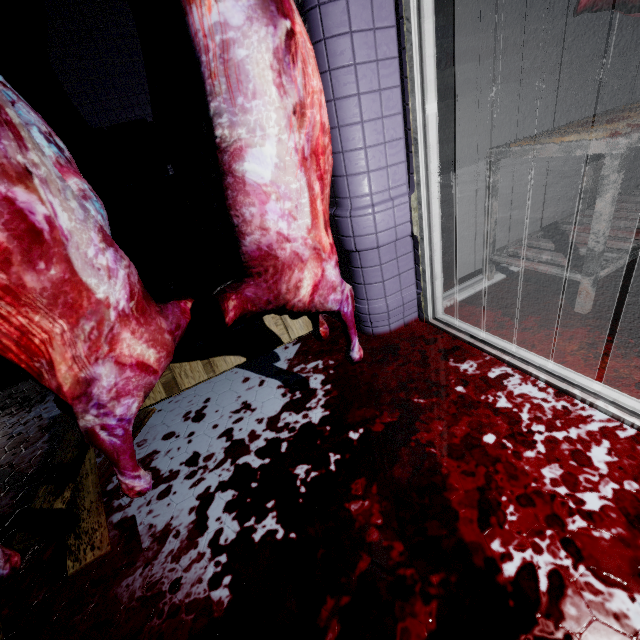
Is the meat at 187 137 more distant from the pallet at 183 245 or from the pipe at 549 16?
the pipe at 549 16

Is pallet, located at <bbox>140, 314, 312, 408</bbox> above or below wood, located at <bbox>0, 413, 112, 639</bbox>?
above

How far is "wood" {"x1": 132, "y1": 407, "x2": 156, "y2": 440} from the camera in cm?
155

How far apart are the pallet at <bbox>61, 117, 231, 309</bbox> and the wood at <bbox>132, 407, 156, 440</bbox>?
0.07m

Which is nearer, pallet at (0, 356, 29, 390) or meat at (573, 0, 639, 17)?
meat at (573, 0, 639, 17)

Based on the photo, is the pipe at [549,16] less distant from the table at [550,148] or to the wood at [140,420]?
the table at [550,148]

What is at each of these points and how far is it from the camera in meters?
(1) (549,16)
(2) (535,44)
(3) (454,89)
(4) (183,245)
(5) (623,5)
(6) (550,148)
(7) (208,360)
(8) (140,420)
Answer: (1) pipe, 5.1
(2) pipe, 5.2
(3) pipe, 4.8
(4) pallet, 1.7
(5) meat, 1.4
(6) table, 1.4
(7) pallet, 1.7
(8) wood, 1.6
